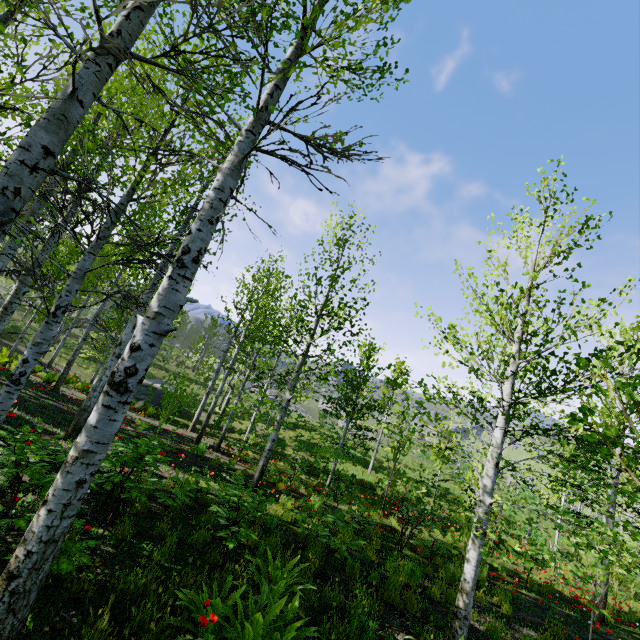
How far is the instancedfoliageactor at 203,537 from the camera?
5.03m

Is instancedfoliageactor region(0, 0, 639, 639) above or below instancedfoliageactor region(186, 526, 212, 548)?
above

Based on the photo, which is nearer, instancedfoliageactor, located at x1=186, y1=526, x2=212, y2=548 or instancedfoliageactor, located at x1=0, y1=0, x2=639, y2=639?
instancedfoliageactor, located at x1=0, y1=0, x2=639, y2=639

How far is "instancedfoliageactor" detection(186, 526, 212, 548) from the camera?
5.0 meters

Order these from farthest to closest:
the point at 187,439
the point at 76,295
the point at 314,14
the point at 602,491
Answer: the point at 76,295 < the point at 187,439 < the point at 602,491 < the point at 314,14

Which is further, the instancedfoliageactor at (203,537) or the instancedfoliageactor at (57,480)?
the instancedfoliageactor at (203,537)
